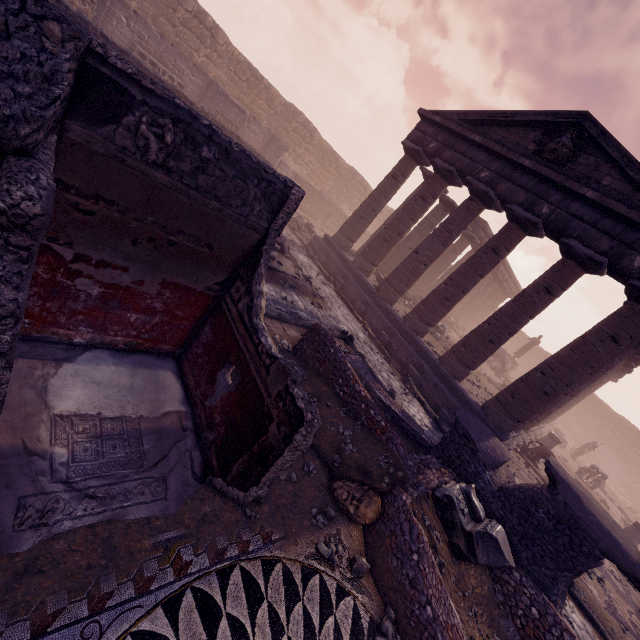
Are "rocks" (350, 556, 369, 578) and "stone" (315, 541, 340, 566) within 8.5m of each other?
yes

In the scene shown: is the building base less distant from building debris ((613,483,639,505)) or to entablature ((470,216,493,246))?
entablature ((470,216,493,246))

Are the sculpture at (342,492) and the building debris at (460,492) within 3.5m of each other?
yes

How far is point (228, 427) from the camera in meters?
3.5

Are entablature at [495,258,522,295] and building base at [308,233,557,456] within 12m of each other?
yes

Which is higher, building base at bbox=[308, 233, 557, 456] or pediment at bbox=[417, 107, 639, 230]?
pediment at bbox=[417, 107, 639, 230]

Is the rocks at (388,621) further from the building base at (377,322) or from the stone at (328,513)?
the building base at (377,322)

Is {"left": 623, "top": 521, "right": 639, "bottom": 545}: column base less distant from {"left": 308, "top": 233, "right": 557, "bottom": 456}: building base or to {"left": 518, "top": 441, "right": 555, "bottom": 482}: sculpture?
{"left": 308, "top": 233, "right": 557, "bottom": 456}: building base
